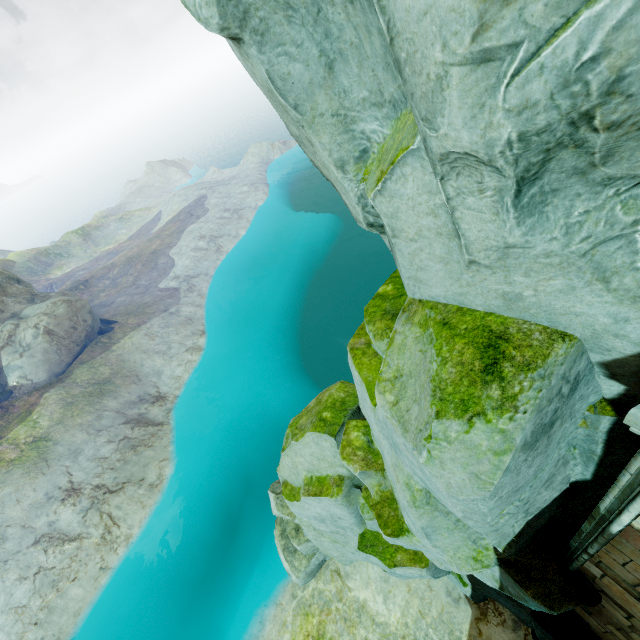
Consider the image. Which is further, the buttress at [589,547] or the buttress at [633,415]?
the buttress at [589,547]

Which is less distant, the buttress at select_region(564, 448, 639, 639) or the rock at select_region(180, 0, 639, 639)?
the rock at select_region(180, 0, 639, 639)

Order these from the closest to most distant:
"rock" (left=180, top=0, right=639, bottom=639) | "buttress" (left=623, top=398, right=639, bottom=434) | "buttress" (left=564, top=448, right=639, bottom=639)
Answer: "rock" (left=180, top=0, right=639, bottom=639), "buttress" (left=623, top=398, right=639, bottom=434), "buttress" (left=564, top=448, right=639, bottom=639)

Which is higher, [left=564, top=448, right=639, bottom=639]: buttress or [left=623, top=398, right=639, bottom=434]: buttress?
[left=623, top=398, right=639, bottom=434]: buttress

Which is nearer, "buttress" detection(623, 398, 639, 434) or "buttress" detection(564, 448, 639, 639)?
"buttress" detection(623, 398, 639, 434)

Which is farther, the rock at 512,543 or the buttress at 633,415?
the buttress at 633,415

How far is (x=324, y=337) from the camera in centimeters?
3531cm
